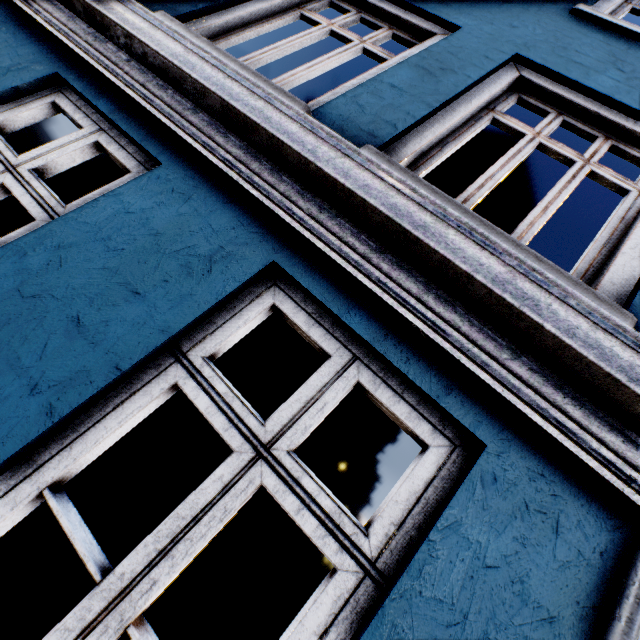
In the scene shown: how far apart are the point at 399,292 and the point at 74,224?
1.5 meters
